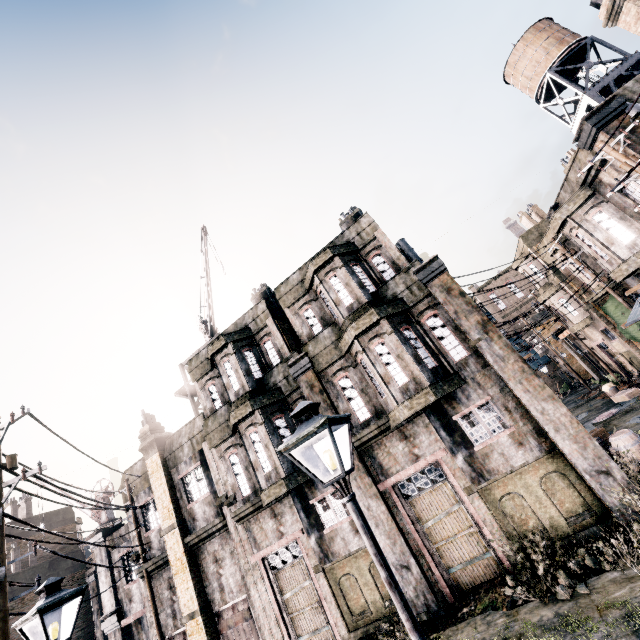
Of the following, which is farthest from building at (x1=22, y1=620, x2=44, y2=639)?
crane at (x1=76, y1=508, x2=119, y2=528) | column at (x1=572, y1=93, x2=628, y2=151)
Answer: column at (x1=572, y1=93, x2=628, y2=151)

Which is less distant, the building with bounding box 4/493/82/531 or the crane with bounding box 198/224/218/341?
the crane with bounding box 198/224/218/341

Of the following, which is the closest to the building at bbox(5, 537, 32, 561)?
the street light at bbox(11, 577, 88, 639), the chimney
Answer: the street light at bbox(11, 577, 88, 639)

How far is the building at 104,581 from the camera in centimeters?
1842cm

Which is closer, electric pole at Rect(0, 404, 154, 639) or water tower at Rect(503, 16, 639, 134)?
electric pole at Rect(0, 404, 154, 639)

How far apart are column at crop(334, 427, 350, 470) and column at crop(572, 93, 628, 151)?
15.1 meters

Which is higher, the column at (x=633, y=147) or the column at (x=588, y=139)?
the column at (x=588, y=139)

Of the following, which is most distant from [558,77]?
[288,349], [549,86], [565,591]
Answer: [565,591]
